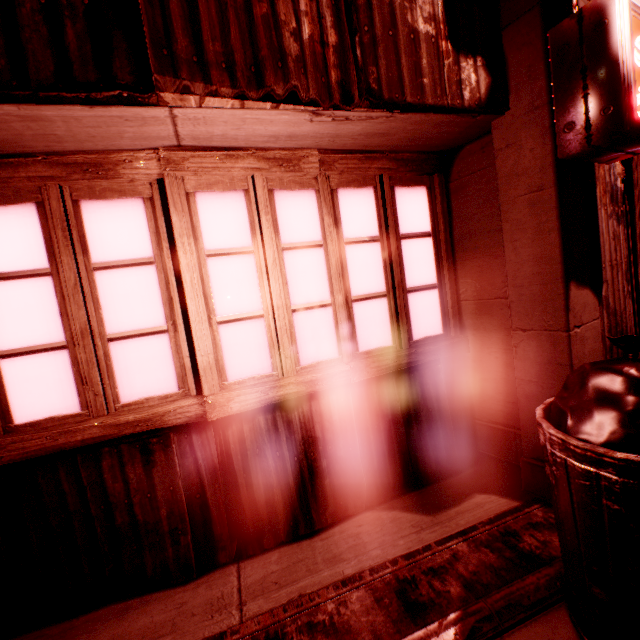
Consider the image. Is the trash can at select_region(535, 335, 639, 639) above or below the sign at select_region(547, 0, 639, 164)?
below

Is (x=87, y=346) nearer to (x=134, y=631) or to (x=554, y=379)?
(x=134, y=631)

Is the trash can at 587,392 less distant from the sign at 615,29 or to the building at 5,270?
the building at 5,270

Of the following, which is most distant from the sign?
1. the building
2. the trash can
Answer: A: the trash can

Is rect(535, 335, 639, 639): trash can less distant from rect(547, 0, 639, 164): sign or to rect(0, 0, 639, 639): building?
rect(0, 0, 639, 639): building

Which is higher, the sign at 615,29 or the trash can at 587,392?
the sign at 615,29
